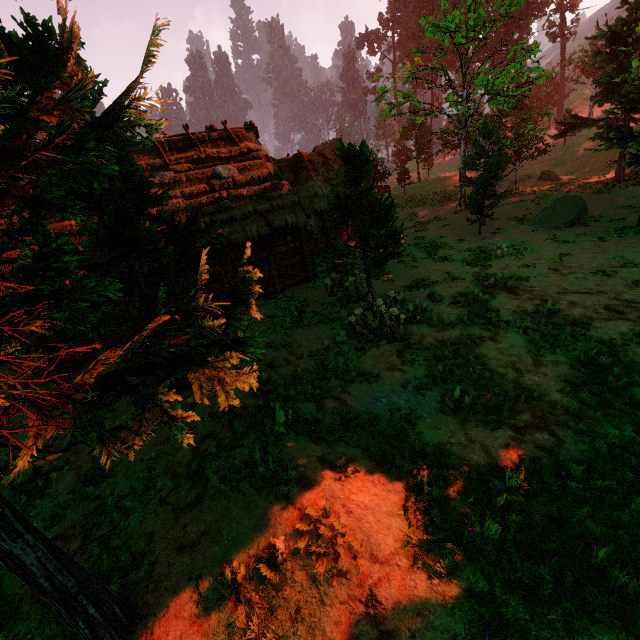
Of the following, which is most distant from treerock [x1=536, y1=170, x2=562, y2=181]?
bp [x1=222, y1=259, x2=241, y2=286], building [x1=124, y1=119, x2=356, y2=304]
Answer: bp [x1=222, y1=259, x2=241, y2=286]

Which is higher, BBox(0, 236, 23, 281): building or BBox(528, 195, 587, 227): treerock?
BBox(0, 236, 23, 281): building

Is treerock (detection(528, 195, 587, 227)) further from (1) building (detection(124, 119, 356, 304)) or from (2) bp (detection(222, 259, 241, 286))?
(2) bp (detection(222, 259, 241, 286))

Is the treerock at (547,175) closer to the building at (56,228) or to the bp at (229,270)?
the building at (56,228)

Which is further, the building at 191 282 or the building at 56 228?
the building at 191 282

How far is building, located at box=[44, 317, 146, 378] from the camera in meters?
12.2 m

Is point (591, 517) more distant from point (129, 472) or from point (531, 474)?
point (129, 472)
